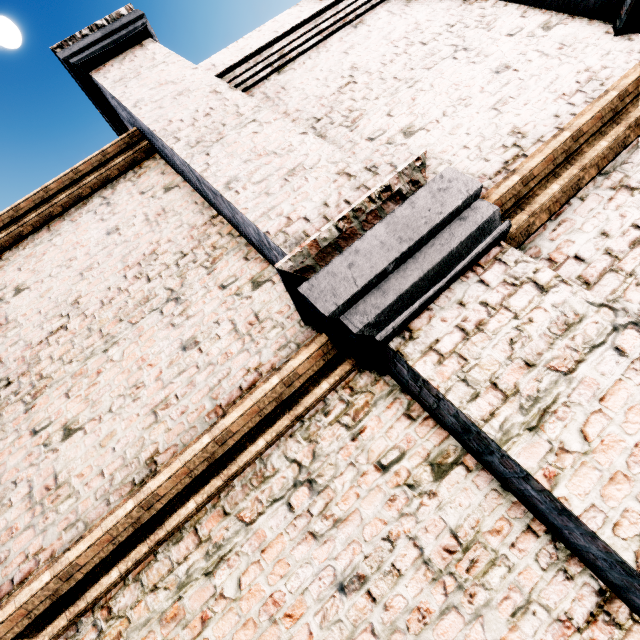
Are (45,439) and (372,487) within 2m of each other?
no
